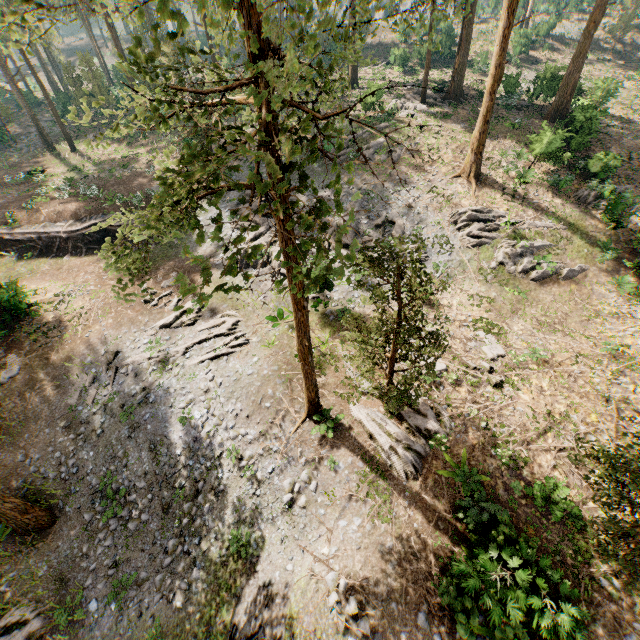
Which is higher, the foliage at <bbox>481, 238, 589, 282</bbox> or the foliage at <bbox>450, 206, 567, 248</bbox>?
the foliage at <bbox>450, 206, 567, 248</bbox>

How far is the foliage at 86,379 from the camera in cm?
1788

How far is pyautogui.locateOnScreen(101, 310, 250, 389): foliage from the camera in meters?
18.2

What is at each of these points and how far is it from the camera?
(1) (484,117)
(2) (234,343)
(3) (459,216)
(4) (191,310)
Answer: (1) foliage, 21.7m
(2) foliage, 18.2m
(3) foliage, 22.1m
(4) foliage, 4.3m

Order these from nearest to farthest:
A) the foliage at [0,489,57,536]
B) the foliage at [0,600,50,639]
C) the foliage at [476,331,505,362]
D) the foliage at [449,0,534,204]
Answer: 1. the foliage at [0,600,50,639]
2. the foliage at [0,489,57,536]
3. the foliage at [476,331,505,362]
4. the foliage at [449,0,534,204]

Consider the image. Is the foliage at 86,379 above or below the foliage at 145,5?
below

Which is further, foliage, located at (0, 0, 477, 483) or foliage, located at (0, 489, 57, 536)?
foliage, located at (0, 489, 57, 536)
